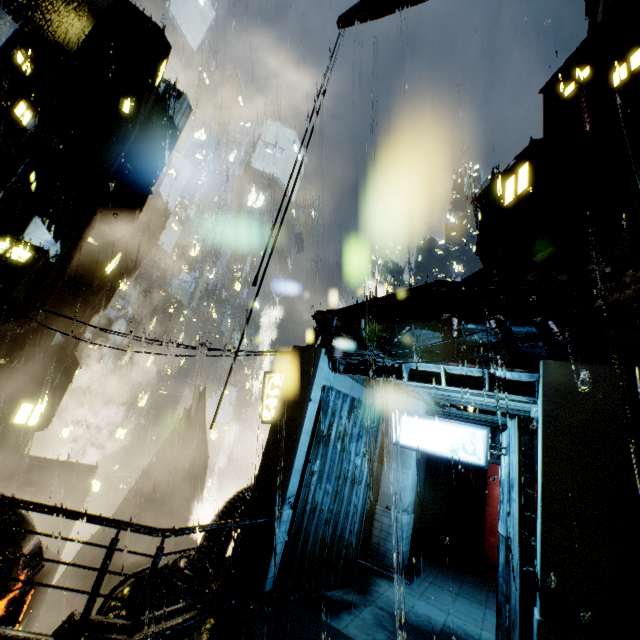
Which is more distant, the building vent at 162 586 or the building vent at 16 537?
the building vent at 16 537

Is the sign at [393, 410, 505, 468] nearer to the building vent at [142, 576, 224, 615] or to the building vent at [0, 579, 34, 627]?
the building vent at [142, 576, 224, 615]

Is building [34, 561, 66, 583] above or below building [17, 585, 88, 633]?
above

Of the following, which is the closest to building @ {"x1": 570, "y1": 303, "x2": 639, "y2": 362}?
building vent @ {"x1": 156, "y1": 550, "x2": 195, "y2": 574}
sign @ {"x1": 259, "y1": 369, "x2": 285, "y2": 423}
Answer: building vent @ {"x1": 156, "y1": 550, "x2": 195, "y2": 574}

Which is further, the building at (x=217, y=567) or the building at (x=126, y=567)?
the building at (x=126, y=567)

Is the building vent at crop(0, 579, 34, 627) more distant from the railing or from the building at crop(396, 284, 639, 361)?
the railing

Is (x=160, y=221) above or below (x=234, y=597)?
above

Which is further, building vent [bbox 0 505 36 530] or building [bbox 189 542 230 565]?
building vent [bbox 0 505 36 530]
